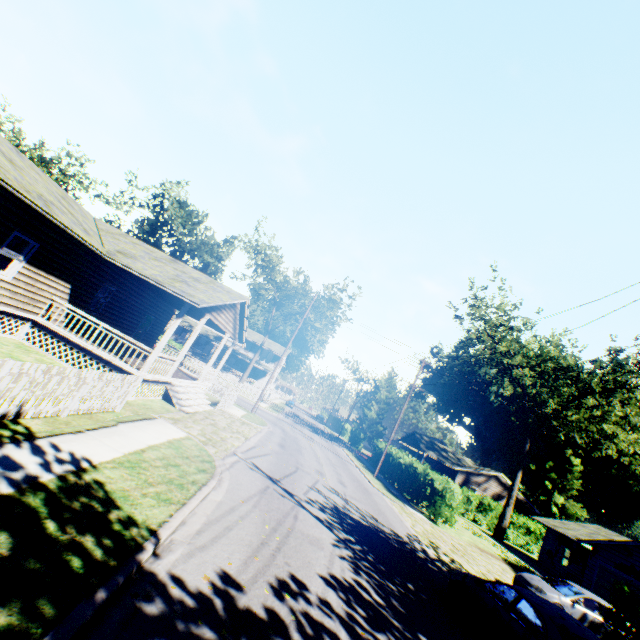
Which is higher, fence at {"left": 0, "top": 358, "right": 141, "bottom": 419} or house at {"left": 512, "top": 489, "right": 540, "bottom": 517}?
house at {"left": 512, "top": 489, "right": 540, "bottom": 517}

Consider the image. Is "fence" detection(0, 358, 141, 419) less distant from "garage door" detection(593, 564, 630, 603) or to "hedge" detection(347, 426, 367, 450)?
"garage door" detection(593, 564, 630, 603)

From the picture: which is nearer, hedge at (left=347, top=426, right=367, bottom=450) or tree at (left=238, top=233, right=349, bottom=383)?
tree at (left=238, top=233, right=349, bottom=383)

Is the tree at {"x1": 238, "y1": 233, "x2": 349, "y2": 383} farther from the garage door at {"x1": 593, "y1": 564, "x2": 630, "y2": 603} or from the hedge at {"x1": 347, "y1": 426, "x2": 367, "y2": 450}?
the garage door at {"x1": 593, "y1": 564, "x2": 630, "y2": 603}

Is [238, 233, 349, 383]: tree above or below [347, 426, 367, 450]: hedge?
above

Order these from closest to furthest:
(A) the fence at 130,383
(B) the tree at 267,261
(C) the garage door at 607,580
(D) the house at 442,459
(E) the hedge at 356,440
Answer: (A) the fence at 130,383 < (C) the garage door at 607,580 < (B) the tree at 267,261 < (D) the house at 442,459 < (E) the hedge at 356,440

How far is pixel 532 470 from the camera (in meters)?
54.91

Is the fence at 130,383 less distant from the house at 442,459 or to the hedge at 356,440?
the house at 442,459
